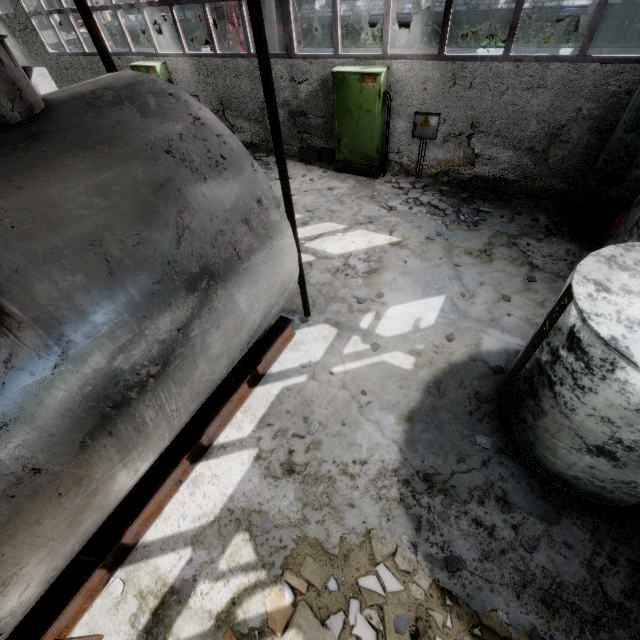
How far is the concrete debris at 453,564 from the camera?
3.4m

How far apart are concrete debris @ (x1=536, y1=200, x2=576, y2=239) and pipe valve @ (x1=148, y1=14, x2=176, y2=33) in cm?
3852

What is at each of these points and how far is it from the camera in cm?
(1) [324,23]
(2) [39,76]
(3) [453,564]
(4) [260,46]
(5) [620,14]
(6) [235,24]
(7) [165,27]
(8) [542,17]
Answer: (1) pipe, 2392
(2) door, 1539
(3) concrete debris, 338
(4) pipe holder, 302
(5) pipe, 1706
(6) truck, 1362
(7) pipe valve, 3047
(8) pipe, 1847

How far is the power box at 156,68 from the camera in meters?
10.5 m

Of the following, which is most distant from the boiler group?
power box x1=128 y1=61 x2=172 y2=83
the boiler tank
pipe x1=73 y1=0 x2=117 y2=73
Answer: pipe x1=73 y1=0 x2=117 y2=73

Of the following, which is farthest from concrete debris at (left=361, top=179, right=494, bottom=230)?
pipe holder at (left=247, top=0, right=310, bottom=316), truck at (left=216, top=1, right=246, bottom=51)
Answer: truck at (left=216, top=1, right=246, bottom=51)

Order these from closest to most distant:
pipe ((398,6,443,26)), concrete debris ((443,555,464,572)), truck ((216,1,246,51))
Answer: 1. concrete debris ((443,555,464,572))
2. truck ((216,1,246,51))
3. pipe ((398,6,443,26))

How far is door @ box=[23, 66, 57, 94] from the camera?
15.1m
